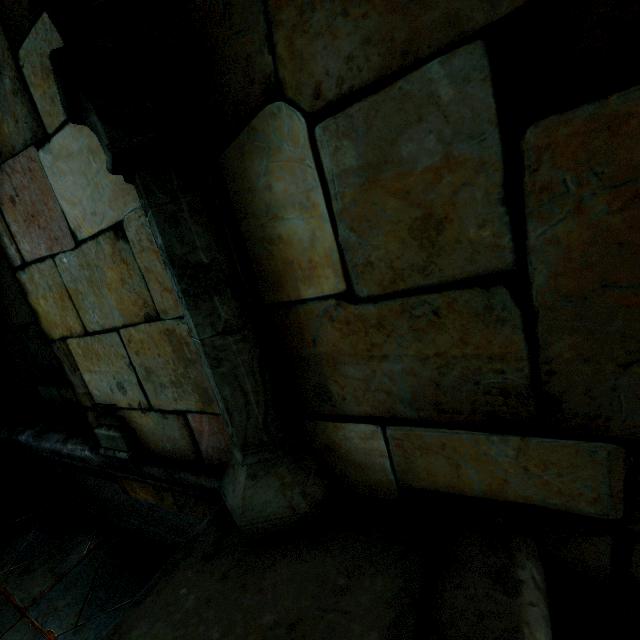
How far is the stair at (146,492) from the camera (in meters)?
1.51

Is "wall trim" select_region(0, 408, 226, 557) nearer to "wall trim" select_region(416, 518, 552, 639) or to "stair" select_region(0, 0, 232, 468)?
"stair" select_region(0, 0, 232, 468)

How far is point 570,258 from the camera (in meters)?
0.56

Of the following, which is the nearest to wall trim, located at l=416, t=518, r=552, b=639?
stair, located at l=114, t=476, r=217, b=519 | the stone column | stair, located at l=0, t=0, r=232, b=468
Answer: stair, located at l=0, t=0, r=232, b=468

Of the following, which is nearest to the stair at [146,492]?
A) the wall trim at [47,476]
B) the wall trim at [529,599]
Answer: the wall trim at [47,476]

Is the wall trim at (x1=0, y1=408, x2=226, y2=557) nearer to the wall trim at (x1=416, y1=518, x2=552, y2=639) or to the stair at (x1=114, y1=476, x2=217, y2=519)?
the stair at (x1=114, y1=476, x2=217, y2=519)

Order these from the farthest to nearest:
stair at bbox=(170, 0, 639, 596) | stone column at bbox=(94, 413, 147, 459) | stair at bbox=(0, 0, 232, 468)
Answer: stone column at bbox=(94, 413, 147, 459), stair at bbox=(0, 0, 232, 468), stair at bbox=(170, 0, 639, 596)

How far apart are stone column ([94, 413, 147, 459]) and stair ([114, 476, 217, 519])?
0.2 meters
